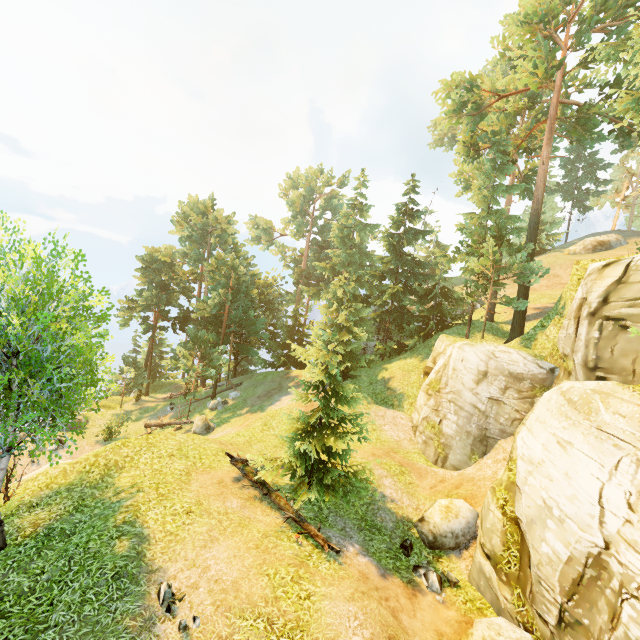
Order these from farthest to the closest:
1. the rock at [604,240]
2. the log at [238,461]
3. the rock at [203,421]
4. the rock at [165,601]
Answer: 1. the rock at [604,240]
2. the rock at [203,421]
3. the log at [238,461]
4. the rock at [165,601]

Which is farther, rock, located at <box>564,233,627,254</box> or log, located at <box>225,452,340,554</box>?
rock, located at <box>564,233,627,254</box>

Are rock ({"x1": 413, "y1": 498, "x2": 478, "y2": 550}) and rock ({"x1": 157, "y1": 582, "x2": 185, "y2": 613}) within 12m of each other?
yes

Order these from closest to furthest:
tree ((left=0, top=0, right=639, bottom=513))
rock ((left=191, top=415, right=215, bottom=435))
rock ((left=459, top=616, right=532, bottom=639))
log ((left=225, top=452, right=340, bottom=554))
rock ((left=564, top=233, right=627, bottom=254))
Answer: rock ((left=459, top=616, right=532, bottom=639)), tree ((left=0, top=0, right=639, bottom=513)), log ((left=225, top=452, right=340, bottom=554)), rock ((left=191, top=415, right=215, bottom=435)), rock ((left=564, top=233, right=627, bottom=254))

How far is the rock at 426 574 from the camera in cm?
1043

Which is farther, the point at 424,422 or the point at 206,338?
the point at 206,338

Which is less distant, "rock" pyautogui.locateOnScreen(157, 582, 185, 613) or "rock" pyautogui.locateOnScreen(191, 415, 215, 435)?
"rock" pyautogui.locateOnScreen(157, 582, 185, 613)

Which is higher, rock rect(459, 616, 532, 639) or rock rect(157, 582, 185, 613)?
rock rect(157, 582, 185, 613)
